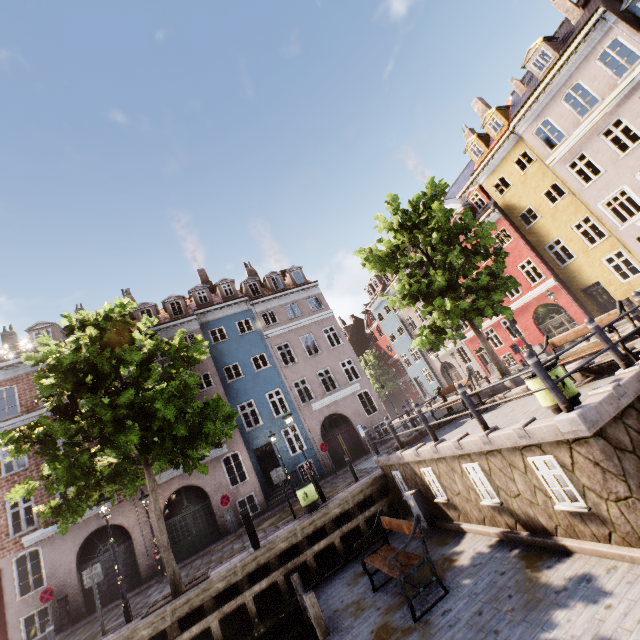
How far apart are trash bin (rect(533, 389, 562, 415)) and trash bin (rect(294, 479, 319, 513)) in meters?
8.8

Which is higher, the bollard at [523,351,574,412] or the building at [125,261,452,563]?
the building at [125,261,452,563]

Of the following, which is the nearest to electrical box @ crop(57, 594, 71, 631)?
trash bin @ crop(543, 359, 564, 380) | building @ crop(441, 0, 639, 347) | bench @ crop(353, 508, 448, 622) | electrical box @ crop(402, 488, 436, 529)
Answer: building @ crop(441, 0, 639, 347)

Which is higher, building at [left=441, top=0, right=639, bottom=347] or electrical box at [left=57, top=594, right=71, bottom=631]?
building at [left=441, top=0, right=639, bottom=347]

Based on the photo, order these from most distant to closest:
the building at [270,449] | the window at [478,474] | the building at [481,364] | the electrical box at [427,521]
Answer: the building at [481,364] < the building at [270,449] < the electrical box at [427,521] < the window at [478,474]

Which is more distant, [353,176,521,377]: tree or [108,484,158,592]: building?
[108,484,158,592]: building

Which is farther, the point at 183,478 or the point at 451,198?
the point at 451,198

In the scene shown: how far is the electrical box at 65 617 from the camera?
14.4 meters
